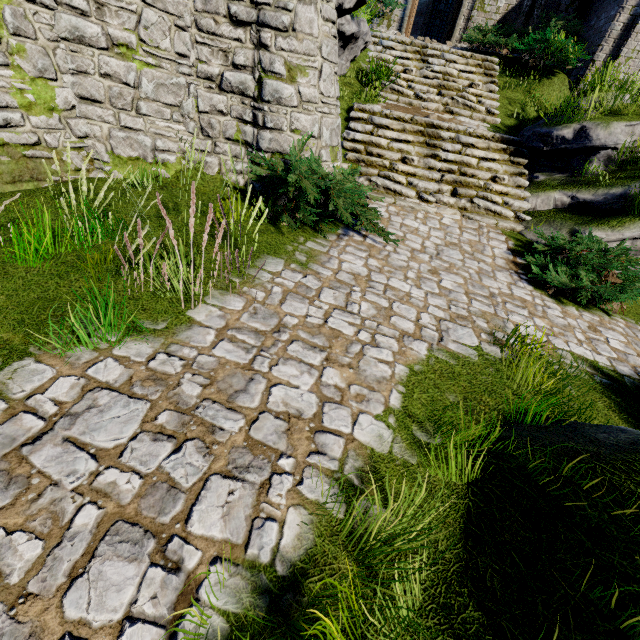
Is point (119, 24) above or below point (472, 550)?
above

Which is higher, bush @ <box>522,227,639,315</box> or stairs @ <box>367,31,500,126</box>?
stairs @ <box>367,31,500,126</box>

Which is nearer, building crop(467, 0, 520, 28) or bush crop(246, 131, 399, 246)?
bush crop(246, 131, 399, 246)

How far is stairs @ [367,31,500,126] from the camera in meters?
9.8

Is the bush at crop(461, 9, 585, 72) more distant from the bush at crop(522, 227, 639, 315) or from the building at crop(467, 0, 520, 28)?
the bush at crop(522, 227, 639, 315)

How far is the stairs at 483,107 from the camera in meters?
9.8

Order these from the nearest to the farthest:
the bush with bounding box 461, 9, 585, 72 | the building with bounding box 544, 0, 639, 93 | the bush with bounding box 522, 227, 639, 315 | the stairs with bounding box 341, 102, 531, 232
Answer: the bush with bounding box 522, 227, 639, 315 < the stairs with bounding box 341, 102, 531, 232 < the building with bounding box 544, 0, 639, 93 < the bush with bounding box 461, 9, 585, 72

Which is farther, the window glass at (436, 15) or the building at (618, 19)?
the window glass at (436, 15)
